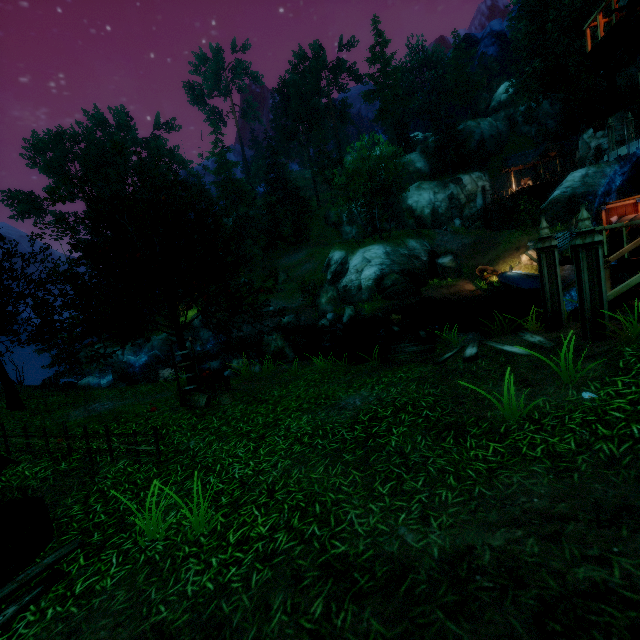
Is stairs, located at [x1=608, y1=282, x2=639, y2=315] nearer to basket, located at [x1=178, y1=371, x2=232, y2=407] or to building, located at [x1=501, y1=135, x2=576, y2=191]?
basket, located at [x1=178, y1=371, x2=232, y2=407]

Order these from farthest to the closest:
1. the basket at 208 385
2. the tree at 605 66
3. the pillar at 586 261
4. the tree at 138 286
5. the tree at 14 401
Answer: the tree at 605 66 → the tree at 14 401 → the basket at 208 385 → the tree at 138 286 → the pillar at 586 261

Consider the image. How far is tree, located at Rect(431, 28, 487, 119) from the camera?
49.72m

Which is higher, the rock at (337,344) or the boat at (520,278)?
the boat at (520,278)

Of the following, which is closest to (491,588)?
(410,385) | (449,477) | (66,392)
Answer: (449,477)

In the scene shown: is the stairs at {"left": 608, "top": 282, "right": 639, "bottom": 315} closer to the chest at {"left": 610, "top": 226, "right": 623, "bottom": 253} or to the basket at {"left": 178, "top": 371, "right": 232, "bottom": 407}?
the chest at {"left": 610, "top": 226, "right": 623, "bottom": 253}

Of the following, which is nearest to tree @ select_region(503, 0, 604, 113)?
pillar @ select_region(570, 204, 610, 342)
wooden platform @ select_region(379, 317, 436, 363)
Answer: wooden platform @ select_region(379, 317, 436, 363)

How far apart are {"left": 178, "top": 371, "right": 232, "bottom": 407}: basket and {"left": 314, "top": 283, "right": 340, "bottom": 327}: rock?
18.7m
